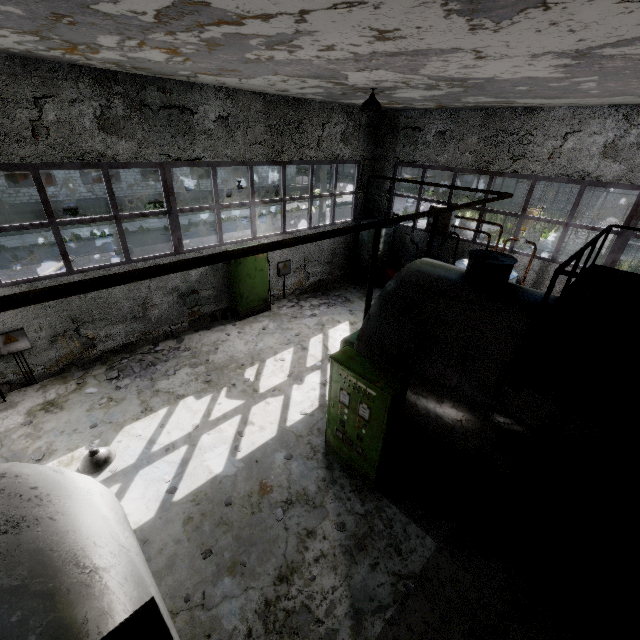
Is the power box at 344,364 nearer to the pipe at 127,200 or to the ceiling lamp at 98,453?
the ceiling lamp at 98,453

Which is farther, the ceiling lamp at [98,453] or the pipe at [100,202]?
the pipe at [100,202]

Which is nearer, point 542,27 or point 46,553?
point 46,553

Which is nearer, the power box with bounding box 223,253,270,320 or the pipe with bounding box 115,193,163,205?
the power box with bounding box 223,253,270,320

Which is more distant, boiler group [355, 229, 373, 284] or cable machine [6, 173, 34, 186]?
cable machine [6, 173, 34, 186]

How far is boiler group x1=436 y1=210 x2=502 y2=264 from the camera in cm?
1128

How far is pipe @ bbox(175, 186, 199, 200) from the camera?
27.0 meters

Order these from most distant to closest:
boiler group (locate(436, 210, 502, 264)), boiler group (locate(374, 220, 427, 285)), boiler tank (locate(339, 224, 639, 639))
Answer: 1. boiler group (locate(374, 220, 427, 285))
2. boiler group (locate(436, 210, 502, 264))
3. boiler tank (locate(339, 224, 639, 639))
